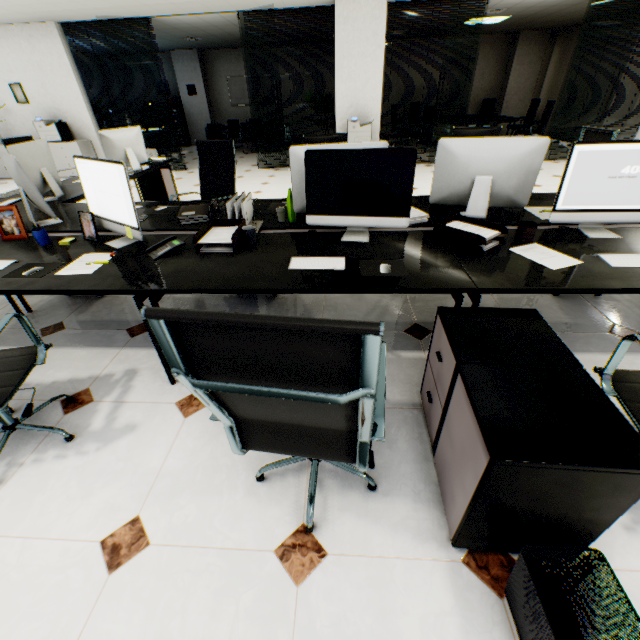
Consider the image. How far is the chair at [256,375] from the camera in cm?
62

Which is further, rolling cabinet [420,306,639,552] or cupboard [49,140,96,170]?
cupboard [49,140,96,170]

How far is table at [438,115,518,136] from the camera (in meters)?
8.74

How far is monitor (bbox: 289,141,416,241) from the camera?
1.9 meters

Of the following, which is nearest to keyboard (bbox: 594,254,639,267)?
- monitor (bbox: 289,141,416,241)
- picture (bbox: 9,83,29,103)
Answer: monitor (bbox: 289,141,416,241)

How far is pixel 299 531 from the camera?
1.4 meters

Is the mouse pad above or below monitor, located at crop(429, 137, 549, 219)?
below

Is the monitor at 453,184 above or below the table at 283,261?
above
